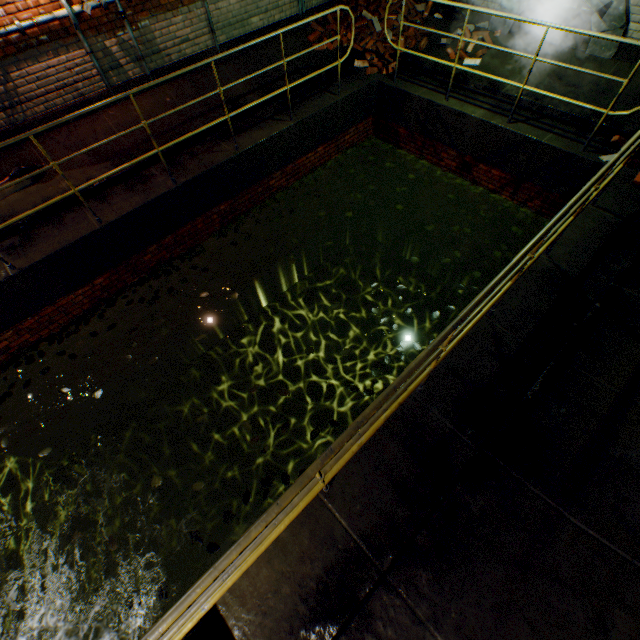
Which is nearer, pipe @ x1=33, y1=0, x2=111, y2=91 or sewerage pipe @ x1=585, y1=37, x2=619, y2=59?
pipe @ x1=33, y1=0, x2=111, y2=91

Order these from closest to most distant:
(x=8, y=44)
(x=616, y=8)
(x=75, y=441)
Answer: (x=8, y=44), (x=616, y=8), (x=75, y=441)

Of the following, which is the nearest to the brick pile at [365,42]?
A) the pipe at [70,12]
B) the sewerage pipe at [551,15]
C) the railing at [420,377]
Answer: the pipe at [70,12]

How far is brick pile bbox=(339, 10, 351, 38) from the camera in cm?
733

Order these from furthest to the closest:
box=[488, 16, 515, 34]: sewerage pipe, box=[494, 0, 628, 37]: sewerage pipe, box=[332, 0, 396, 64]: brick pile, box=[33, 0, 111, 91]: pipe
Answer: box=[332, 0, 396, 64]: brick pile → box=[488, 16, 515, 34]: sewerage pipe → box=[494, 0, 628, 37]: sewerage pipe → box=[33, 0, 111, 91]: pipe

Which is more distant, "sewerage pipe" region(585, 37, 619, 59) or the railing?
"sewerage pipe" region(585, 37, 619, 59)

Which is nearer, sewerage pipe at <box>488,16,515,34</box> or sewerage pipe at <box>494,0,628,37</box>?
sewerage pipe at <box>494,0,628,37</box>
